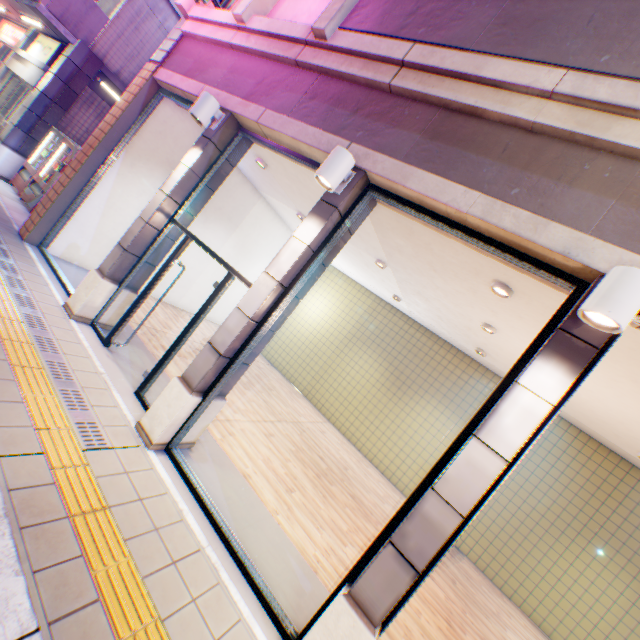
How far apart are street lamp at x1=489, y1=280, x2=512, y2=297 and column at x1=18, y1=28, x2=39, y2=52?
16.0 meters

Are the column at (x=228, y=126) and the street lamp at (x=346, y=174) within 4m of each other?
yes

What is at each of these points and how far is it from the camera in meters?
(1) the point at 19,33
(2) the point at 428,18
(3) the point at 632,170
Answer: (1) sign, 11.5 m
(2) balcony, 3.9 m
(3) balcony, 2.8 m

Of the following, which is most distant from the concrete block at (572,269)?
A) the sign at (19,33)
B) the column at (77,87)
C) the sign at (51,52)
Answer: the sign at (19,33)

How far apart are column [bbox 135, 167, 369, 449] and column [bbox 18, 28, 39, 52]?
13.8m

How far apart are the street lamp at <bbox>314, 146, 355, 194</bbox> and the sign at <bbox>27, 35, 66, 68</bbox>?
11.0m

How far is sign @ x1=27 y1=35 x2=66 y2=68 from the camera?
9.2m

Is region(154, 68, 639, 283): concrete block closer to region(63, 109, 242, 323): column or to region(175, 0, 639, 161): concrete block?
region(63, 109, 242, 323): column
